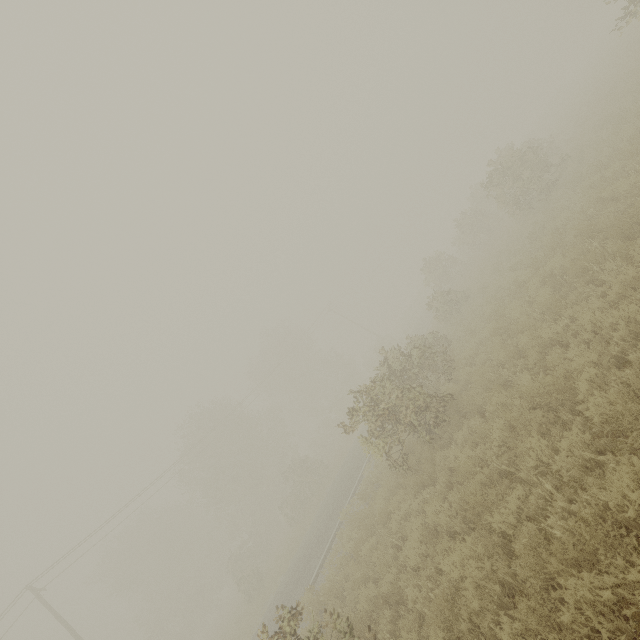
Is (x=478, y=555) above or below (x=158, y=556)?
below

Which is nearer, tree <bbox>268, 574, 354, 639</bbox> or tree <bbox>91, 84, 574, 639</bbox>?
tree <bbox>268, 574, 354, 639</bbox>

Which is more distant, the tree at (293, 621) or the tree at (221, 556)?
the tree at (221, 556)
